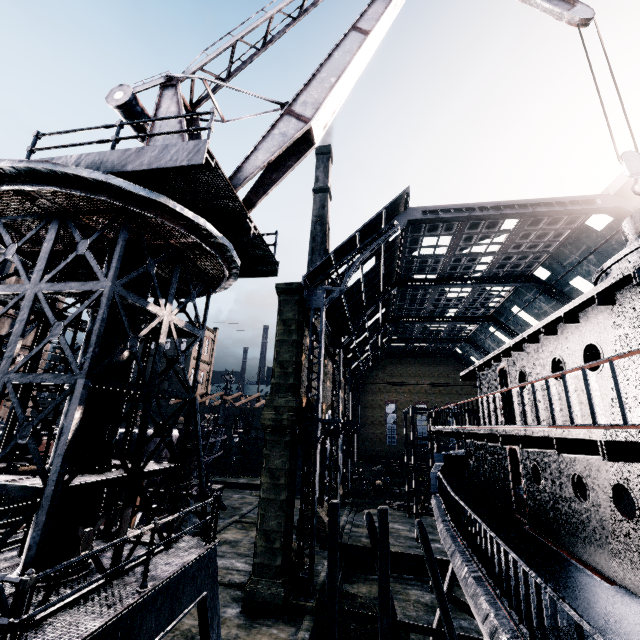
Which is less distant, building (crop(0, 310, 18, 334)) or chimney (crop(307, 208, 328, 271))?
building (crop(0, 310, 18, 334))

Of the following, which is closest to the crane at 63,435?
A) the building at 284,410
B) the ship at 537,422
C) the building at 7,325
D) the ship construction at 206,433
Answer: the ship at 537,422

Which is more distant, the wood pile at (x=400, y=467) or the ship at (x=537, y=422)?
the wood pile at (x=400, y=467)

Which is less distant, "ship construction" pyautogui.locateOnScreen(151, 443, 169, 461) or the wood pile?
"ship construction" pyautogui.locateOnScreen(151, 443, 169, 461)

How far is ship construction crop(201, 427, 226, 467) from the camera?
28.8m

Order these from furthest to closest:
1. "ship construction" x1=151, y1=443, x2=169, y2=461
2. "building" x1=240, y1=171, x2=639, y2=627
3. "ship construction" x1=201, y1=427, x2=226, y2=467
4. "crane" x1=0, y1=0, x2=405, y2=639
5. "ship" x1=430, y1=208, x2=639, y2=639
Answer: "ship construction" x1=201, y1=427, x2=226, y2=467
"ship construction" x1=151, y1=443, x2=169, y2=461
"building" x1=240, y1=171, x2=639, y2=627
"crane" x1=0, y1=0, x2=405, y2=639
"ship" x1=430, y1=208, x2=639, y2=639

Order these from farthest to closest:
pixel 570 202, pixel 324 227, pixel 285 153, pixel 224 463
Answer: pixel 324 227 < pixel 224 463 < pixel 570 202 < pixel 285 153

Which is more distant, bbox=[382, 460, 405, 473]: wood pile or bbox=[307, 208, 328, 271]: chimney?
bbox=[307, 208, 328, 271]: chimney
